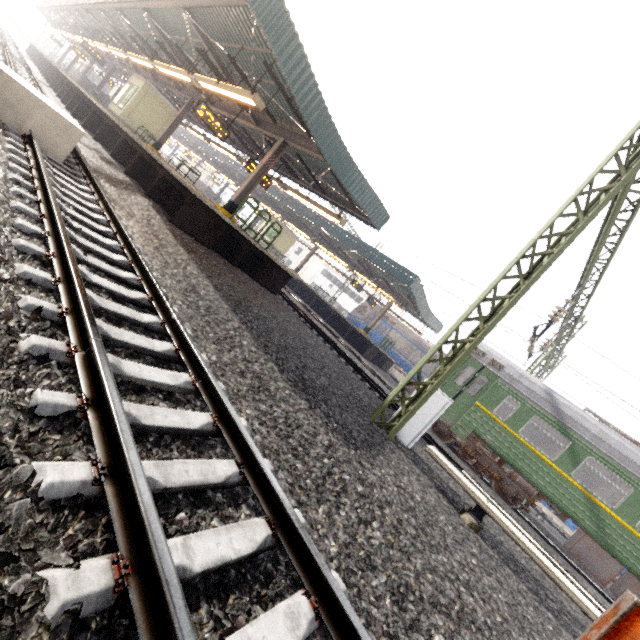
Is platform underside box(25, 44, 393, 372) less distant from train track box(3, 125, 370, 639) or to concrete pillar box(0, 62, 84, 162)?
train track box(3, 125, 370, 639)

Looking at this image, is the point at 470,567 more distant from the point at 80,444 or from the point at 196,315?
the point at 196,315

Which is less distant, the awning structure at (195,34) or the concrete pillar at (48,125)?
the concrete pillar at (48,125)

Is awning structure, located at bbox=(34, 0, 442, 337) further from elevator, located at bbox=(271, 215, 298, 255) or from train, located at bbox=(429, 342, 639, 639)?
elevator, located at bbox=(271, 215, 298, 255)

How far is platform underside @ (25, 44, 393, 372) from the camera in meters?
9.6

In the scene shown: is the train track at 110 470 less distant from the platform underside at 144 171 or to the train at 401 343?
the platform underside at 144 171

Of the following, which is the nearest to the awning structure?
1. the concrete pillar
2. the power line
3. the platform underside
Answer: the platform underside

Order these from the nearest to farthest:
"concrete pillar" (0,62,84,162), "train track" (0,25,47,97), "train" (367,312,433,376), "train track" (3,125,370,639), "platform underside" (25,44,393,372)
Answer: "train track" (3,125,370,639)
"concrete pillar" (0,62,84,162)
"platform underside" (25,44,393,372)
"train track" (0,25,47,97)
"train" (367,312,433,376)
